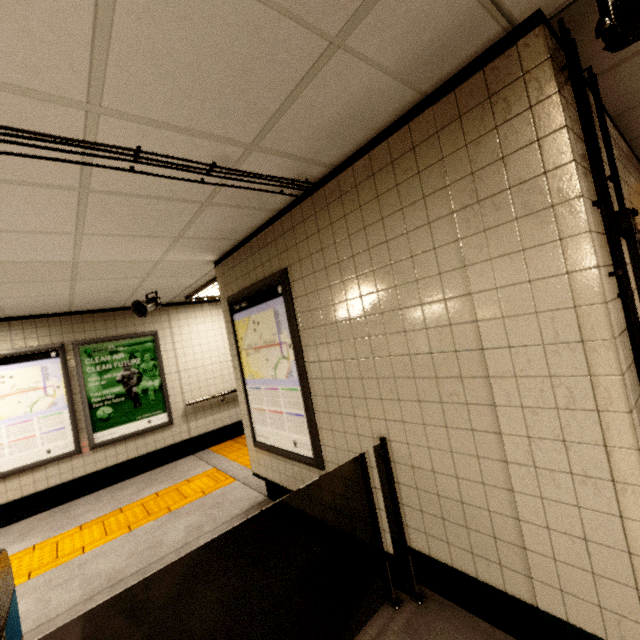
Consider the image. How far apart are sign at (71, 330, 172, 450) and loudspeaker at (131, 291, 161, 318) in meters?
1.1

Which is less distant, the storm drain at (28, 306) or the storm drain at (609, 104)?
the storm drain at (609, 104)

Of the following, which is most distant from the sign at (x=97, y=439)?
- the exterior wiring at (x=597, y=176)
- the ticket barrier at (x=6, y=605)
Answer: the exterior wiring at (x=597, y=176)

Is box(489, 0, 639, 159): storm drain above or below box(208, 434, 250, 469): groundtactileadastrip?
above

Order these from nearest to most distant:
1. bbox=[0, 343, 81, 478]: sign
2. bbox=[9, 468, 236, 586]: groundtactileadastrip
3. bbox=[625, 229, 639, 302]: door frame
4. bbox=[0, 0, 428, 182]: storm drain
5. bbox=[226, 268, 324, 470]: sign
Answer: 1. bbox=[0, 0, 428, 182]: storm drain
2. bbox=[625, 229, 639, 302]: door frame
3. bbox=[226, 268, 324, 470]: sign
4. bbox=[9, 468, 236, 586]: groundtactileadastrip
5. bbox=[0, 343, 81, 478]: sign

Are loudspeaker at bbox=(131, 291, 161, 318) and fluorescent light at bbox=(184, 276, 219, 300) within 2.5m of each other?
yes

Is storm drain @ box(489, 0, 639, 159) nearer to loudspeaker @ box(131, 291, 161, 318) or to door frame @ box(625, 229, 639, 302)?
loudspeaker @ box(131, 291, 161, 318)

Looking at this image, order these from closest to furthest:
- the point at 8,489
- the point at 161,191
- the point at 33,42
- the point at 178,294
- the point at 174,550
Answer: the point at 33,42 → the point at 161,191 → the point at 174,550 → the point at 8,489 → the point at 178,294
